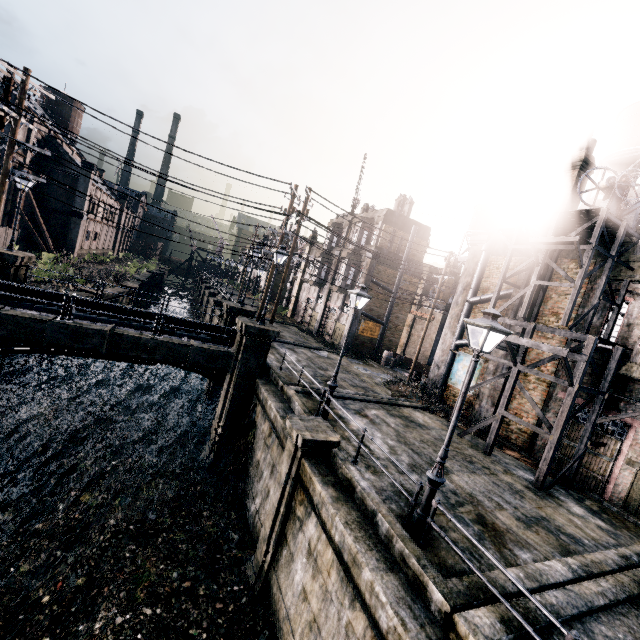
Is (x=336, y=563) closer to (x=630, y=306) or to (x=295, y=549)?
(x=295, y=549)

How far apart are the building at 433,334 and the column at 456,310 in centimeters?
1132cm

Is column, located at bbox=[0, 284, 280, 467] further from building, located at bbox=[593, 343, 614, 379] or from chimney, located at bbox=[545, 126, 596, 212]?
building, located at bbox=[593, 343, 614, 379]

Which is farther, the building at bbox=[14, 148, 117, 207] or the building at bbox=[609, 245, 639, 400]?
the building at bbox=[14, 148, 117, 207]

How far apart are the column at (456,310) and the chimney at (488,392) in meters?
2.9 m

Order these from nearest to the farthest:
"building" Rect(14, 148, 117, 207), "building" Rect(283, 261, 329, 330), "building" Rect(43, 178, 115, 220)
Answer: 1. "building" Rect(14, 148, 117, 207)
2. "building" Rect(283, 261, 329, 330)
3. "building" Rect(43, 178, 115, 220)

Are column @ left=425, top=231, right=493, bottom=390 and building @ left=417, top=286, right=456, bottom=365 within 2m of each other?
no

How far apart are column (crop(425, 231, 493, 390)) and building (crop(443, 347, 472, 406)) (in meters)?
0.02
